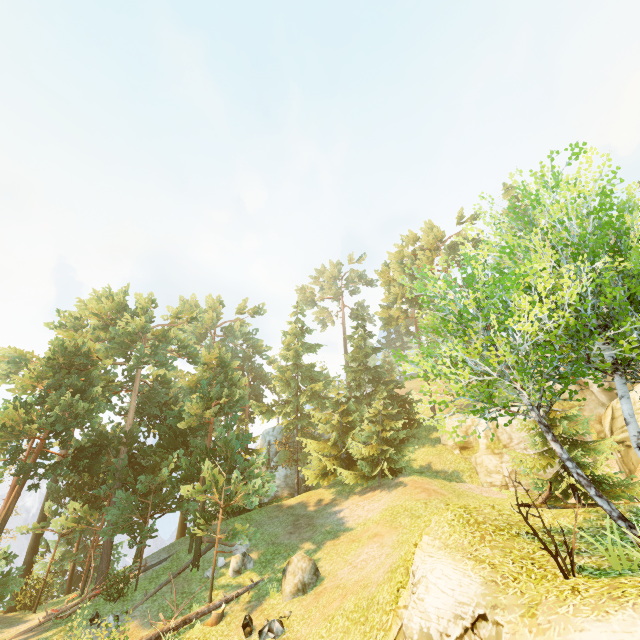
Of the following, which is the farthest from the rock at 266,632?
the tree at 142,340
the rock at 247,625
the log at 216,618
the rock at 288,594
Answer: the tree at 142,340

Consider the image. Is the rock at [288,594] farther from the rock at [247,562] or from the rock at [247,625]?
the rock at [247,562]

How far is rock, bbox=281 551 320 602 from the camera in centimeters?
1417cm

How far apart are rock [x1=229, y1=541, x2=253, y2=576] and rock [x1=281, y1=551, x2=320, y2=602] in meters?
3.3 m

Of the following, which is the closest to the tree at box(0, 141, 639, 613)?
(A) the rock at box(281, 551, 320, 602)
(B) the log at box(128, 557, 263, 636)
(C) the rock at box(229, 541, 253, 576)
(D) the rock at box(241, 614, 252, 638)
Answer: (B) the log at box(128, 557, 263, 636)

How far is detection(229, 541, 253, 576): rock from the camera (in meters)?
17.38

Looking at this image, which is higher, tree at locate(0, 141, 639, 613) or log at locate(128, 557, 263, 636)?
tree at locate(0, 141, 639, 613)

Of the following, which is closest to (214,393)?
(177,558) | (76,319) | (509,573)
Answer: (177,558)
